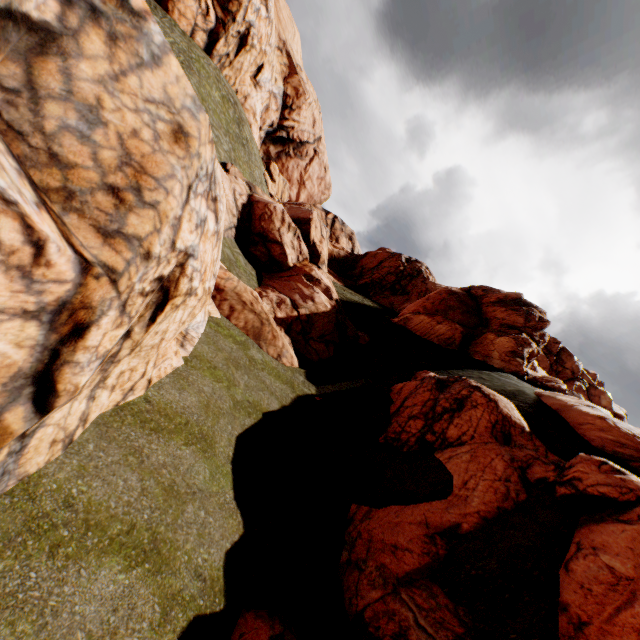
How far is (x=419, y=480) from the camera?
11.5m

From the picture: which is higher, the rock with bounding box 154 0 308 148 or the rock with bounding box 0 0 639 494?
the rock with bounding box 154 0 308 148

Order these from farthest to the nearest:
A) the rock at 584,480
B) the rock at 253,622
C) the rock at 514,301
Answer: the rock at 584,480 → the rock at 253,622 → the rock at 514,301

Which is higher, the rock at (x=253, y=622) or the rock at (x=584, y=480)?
the rock at (x=584, y=480)

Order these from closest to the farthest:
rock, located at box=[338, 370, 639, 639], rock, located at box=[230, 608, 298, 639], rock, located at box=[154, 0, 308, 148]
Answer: rock, located at box=[230, 608, 298, 639] < rock, located at box=[338, 370, 639, 639] < rock, located at box=[154, 0, 308, 148]

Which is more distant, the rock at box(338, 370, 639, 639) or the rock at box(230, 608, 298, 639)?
the rock at box(338, 370, 639, 639)
